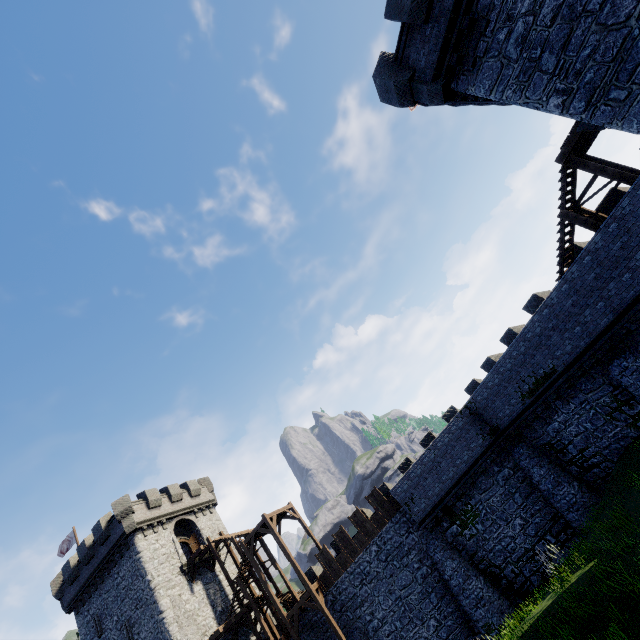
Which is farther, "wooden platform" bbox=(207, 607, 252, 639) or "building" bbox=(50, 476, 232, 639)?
"building" bbox=(50, 476, 232, 639)

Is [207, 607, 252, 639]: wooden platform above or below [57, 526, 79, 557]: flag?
below

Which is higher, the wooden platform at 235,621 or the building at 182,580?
the building at 182,580

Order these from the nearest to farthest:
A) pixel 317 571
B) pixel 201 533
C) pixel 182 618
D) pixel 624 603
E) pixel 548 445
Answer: pixel 624 603 → pixel 548 445 → pixel 182 618 → pixel 317 571 → pixel 201 533

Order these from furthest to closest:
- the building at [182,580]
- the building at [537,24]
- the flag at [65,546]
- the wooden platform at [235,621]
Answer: the flag at [65,546]
the building at [182,580]
the wooden platform at [235,621]
the building at [537,24]

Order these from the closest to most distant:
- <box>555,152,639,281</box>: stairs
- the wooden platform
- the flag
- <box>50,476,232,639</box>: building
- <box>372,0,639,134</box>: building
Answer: <box>372,0,639,134</box>: building → <box>555,152,639,281</box>: stairs → the wooden platform → <box>50,476,232,639</box>: building → the flag

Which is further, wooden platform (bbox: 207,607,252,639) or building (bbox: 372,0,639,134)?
wooden platform (bbox: 207,607,252,639)

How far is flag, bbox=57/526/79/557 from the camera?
33.0 meters
